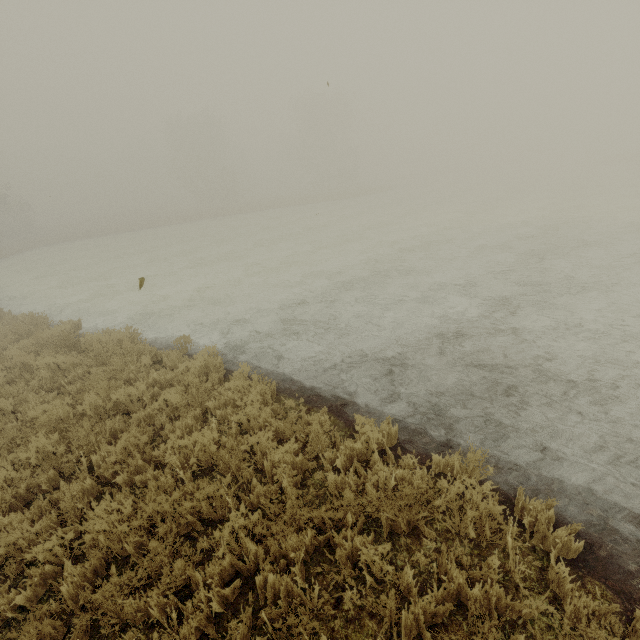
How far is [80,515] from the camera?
4.14m
